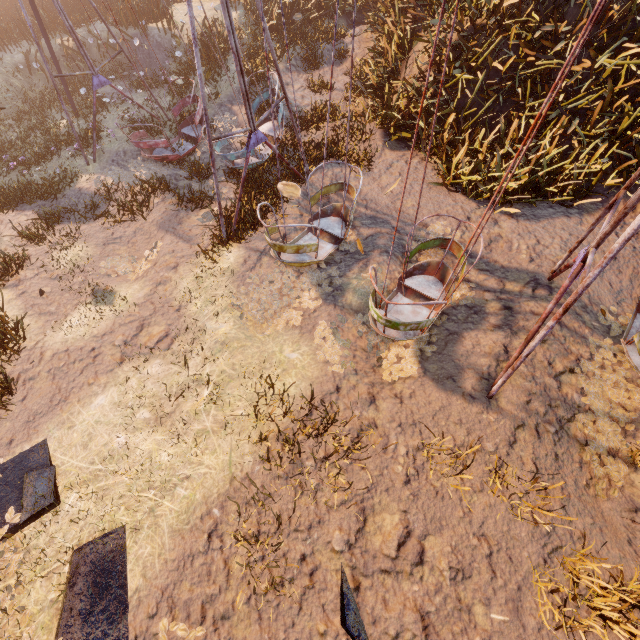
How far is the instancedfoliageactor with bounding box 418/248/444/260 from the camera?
6.9 meters

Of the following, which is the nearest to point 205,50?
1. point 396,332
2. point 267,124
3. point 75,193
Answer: point 267,124

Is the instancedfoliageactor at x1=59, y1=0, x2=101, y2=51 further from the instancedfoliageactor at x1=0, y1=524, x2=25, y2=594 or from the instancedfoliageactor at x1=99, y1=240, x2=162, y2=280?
the instancedfoliageactor at x1=0, y1=524, x2=25, y2=594

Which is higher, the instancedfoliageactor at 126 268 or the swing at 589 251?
the swing at 589 251

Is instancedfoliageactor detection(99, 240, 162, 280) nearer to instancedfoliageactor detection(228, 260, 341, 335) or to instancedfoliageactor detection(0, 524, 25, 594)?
instancedfoliageactor detection(228, 260, 341, 335)

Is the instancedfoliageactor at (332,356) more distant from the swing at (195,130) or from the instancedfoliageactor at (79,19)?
the instancedfoliageactor at (79,19)

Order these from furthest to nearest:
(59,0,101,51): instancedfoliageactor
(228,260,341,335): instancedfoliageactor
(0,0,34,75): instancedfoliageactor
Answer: (59,0,101,51): instancedfoliageactor
(0,0,34,75): instancedfoliageactor
(228,260,341,335): instancedfoliageactor

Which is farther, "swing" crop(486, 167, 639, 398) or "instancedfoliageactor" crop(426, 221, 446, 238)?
"instancedfoliageactor" crop(426, 221, 446, 238)
